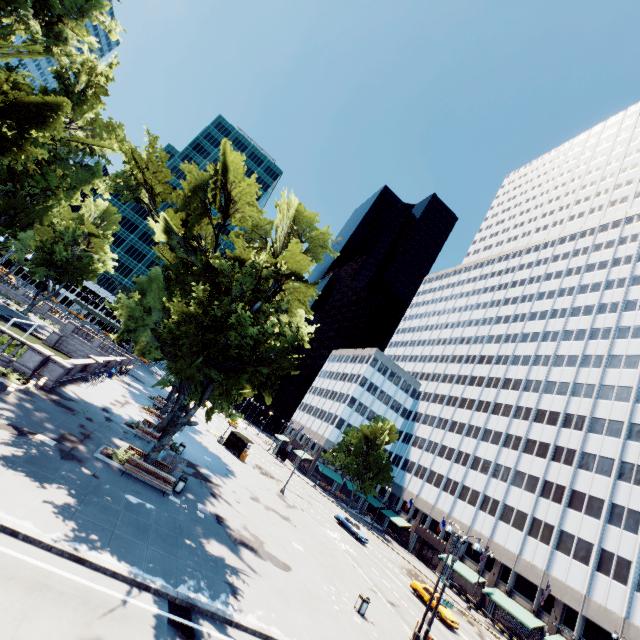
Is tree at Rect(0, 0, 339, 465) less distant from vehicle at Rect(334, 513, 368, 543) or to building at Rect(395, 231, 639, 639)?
building at Rect(395, 231, 639, 639)

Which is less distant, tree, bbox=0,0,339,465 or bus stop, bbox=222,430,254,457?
tree, bbox=0,0,339,465

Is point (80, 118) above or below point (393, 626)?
above

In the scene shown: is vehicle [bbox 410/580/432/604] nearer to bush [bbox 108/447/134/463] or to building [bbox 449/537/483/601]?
building [bbox 449/537/483/601]

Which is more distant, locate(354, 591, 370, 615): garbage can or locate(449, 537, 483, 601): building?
locate(449, 537, 483, 601): building

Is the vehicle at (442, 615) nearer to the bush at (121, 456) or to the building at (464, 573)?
the building at (464, 573)

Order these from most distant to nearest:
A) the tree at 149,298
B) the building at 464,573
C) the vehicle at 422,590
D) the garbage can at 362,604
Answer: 1. the building at 464,573
2. the vehicle at 422,590
3. the garbage can at 362,604
4. the tree at 149,298

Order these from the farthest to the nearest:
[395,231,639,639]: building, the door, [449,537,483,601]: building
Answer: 1. the door
2. [449,537,483,601]: building
3. [395,231,639,639]: building
